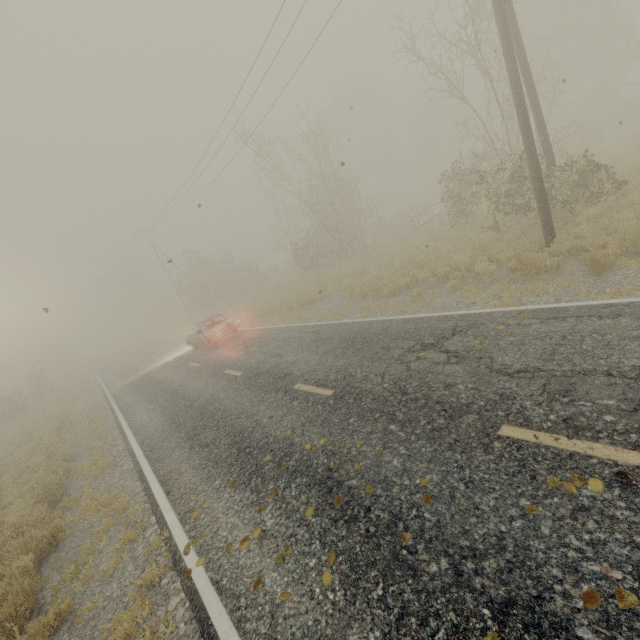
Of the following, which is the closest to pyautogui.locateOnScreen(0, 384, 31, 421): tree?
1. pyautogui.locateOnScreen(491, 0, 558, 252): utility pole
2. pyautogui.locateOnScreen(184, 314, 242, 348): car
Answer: pyautogui.locateOnScreen(184, 314, 242, 348): car

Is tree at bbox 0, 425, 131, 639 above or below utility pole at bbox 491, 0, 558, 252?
below

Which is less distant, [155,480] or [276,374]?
[155,480]

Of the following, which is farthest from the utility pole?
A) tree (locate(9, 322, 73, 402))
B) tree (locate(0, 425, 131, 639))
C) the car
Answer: tree (locate(9, 322, 73, 402))

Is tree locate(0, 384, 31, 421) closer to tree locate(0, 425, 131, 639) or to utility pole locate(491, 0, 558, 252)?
tree locate(0, 425, 131, 639)

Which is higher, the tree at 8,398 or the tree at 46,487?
the tree at 8,398

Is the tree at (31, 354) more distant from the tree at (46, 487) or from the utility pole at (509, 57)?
the utility pole at (509, 57)

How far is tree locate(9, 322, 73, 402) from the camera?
31.7m
